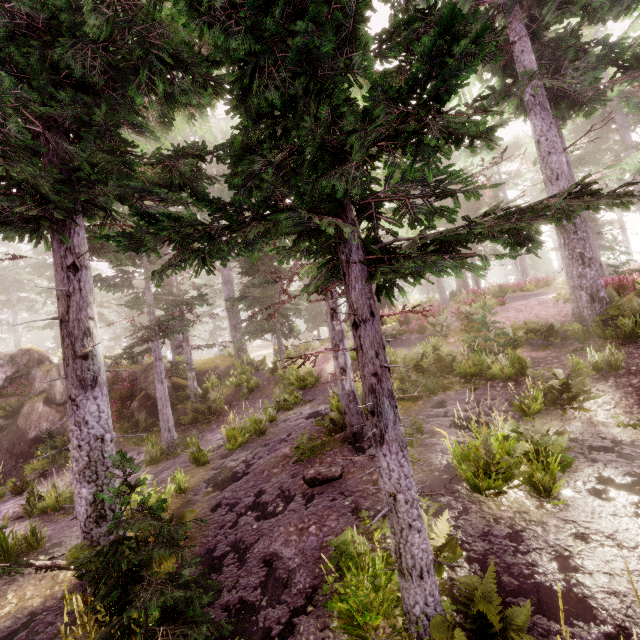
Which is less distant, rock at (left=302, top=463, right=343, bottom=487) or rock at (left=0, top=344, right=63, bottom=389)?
rock at (left=302, top=463, right=343, bottom=487)

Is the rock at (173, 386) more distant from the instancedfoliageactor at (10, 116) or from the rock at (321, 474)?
the rock at (321, 474)

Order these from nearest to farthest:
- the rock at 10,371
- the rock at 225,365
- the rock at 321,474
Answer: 1. the rock at 321,474
2. the rock at 10,371
3. the rock at 225,365

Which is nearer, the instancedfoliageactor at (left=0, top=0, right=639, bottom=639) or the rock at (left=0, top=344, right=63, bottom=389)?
the instancedfoliageactor at (left=0, top=0, right=639, bottom=639)

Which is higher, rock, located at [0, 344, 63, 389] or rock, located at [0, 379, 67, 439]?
rock, located at [0, 344, 63, 389]

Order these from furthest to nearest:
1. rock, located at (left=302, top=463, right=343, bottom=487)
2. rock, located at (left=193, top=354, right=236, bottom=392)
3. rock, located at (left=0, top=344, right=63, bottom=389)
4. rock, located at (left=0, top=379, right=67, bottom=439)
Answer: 1. rock, located at (left=193, top=354, right=236, bottom=392)
2. rock, located at (left=0, top=344, right=63, bottom=389)
3. rock, located at (left=0, top=379, right=67, bottom=439)
4. rock, located at (left=302, top=463, right=343, bottom=487)

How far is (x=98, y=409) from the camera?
6.15m

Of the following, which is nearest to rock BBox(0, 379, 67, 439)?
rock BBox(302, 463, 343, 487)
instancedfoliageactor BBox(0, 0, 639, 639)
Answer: instancedfoliageactor BBox(0, 0, 639, 639)
